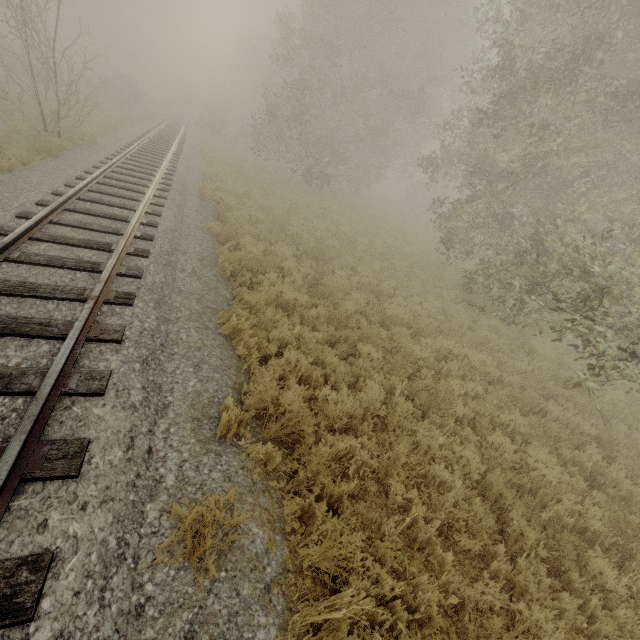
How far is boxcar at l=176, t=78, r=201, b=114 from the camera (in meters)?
53.25

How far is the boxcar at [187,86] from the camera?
53.2 meters

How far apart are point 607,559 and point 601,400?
5.70m
